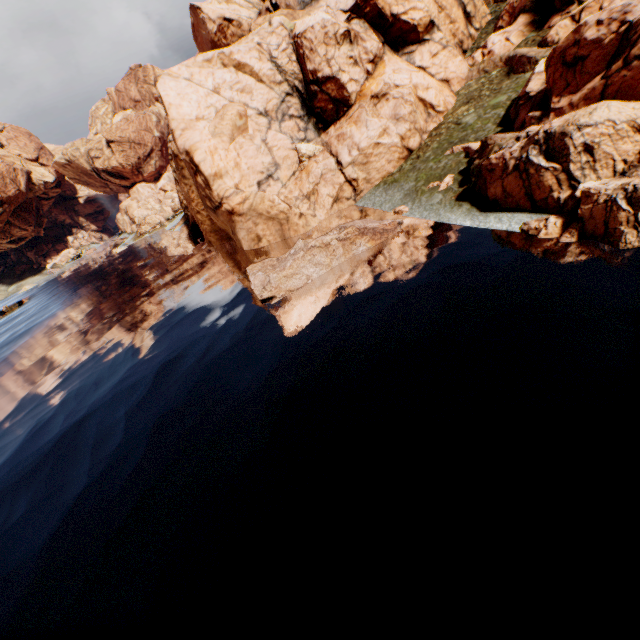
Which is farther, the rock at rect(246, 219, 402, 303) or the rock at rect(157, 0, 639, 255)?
the rock at rect(246, 219, 402, 303)

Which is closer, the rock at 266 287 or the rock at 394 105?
the rock at 394 105

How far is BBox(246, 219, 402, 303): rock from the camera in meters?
23.8 m

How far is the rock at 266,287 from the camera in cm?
2383

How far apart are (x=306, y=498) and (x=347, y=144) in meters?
36.2 m
